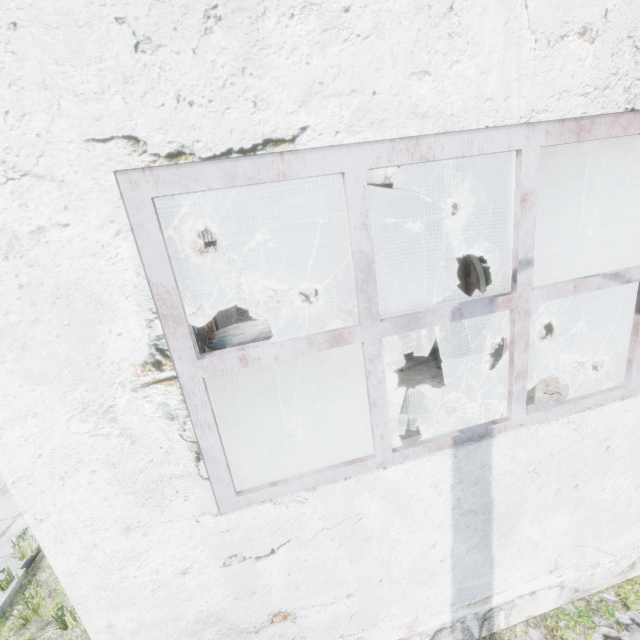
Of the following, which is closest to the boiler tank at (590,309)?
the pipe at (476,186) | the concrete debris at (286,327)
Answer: the concrete debris at (286,327)

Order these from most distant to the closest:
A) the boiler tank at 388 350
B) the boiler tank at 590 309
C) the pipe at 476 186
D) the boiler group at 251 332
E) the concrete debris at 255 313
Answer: the concrete debris at 255 313 → the pipe at 476 186 → the boiler tank at 590 309 → the boiler tank at 388 350 → the boiler group at 251 332

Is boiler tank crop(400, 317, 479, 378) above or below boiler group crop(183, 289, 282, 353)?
below

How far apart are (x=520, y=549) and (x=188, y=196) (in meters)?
11.23

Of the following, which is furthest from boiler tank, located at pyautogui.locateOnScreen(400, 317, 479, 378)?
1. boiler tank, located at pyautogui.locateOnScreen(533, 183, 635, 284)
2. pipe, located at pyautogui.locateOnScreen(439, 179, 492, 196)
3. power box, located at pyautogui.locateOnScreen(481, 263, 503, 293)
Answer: pipe, located at pyautogui.locateOnScreen(439, 179, 492, 196)

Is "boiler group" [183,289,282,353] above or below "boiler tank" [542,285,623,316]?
above

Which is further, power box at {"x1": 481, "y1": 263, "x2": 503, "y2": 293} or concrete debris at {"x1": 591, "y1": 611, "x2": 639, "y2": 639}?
power box at {"x1": 481, "y1": 263, "x2": 503, "y2": 293}

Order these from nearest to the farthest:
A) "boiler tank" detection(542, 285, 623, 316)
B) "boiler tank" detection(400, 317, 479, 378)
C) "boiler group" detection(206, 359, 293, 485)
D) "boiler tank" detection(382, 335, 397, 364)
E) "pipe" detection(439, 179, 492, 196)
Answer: "boiler group" detection(206, 359, 293, 485) → "boiler tank" detection(400, 317, 479, 378) → "boiler tank" detection(382, 335, 397, 364) → "boiler tank" detection(542, 285, 623, 316) → "pipe" detection(439, 179, 492, 196)
